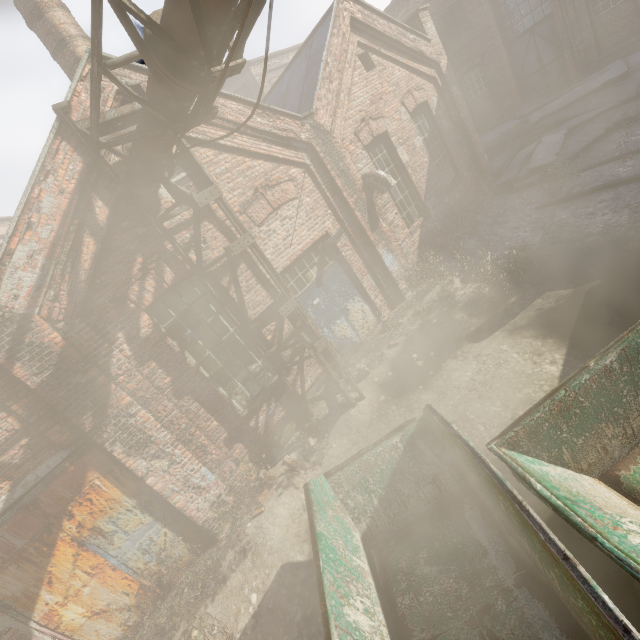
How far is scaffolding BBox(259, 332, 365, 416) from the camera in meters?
6.1 m

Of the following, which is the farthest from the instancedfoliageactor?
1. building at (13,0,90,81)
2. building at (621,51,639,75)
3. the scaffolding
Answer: building at (621,51,639,75)

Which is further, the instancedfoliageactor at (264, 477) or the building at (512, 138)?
the building at (512, 138)

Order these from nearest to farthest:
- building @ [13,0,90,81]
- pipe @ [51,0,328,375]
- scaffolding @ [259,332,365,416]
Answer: pipe @ [51,0,328,375], scaffolding @ [259,332,365,416], building @ [13,0,90,81]

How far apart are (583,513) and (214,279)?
5.90m

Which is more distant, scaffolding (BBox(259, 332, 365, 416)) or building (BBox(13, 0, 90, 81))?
building (BBox(13, 0, 90, 81))

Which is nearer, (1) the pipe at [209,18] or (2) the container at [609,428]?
(2) the container at [609,428]

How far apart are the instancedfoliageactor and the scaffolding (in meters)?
1.43
